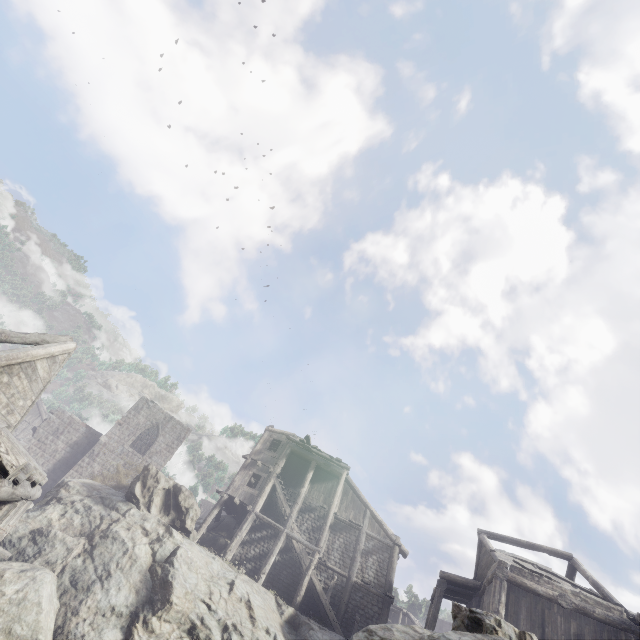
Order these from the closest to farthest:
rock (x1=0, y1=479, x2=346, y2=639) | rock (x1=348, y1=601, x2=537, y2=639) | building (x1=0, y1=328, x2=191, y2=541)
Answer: rock (x1=348, y1=601, x2=537, y2=639)
building (x1=0, y1=328, x2=191, y2=541)
rock (x1=0, y1=479, x2=346, y2=639)

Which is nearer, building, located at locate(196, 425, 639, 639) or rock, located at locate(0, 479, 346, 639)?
rock, located at locate(0, 479, 346, 639)

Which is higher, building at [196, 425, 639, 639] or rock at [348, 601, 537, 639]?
building at [196, 425, 639, 639]

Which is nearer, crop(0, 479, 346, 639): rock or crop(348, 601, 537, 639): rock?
crop(348, 601, 537, 639): rock

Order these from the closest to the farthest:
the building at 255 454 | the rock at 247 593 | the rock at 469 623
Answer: the rock at 469 623, the rock at 247 593, the building at 255 454

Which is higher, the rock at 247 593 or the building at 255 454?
the building at 255 454

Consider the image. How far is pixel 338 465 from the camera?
23.55m
